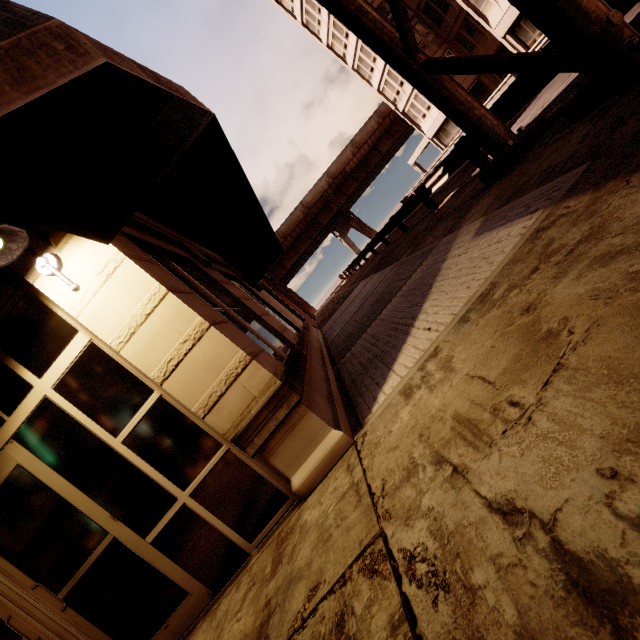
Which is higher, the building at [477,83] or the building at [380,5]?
the building at [380,5]

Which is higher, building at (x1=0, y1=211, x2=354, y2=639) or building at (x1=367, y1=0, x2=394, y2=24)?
building at (x1=367, y1=0, x2=394, y2=24)

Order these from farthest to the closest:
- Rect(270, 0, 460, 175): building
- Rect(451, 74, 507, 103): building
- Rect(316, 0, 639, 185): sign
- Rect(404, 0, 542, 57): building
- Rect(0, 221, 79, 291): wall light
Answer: Rect(270, 0, 460, 175): building → Rect(451, 74, 507, 103): building → Rect(404, 0, 542, 57): building → Rect(316, 0, 639, 185): sign → Rect(0, 221, 79, 291): wall light

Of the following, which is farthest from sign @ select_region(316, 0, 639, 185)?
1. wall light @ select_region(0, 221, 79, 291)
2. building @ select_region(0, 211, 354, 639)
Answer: wall light @ select_region(0, 221, 79, 291)

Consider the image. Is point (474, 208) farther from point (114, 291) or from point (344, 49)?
point (344, 49)

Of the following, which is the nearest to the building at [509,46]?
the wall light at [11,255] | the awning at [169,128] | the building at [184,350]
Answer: the building at [184,350]

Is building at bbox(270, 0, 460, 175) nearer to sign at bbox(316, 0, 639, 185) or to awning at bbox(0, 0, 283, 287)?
sign at bbox(316, 0, 639, 185)
